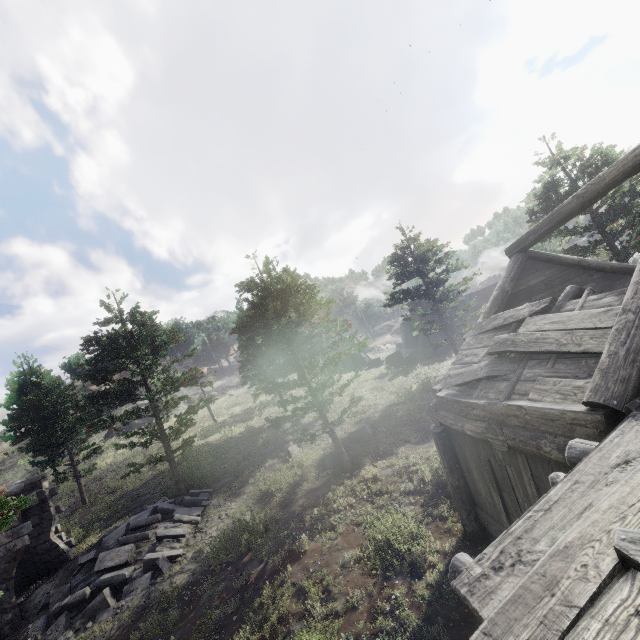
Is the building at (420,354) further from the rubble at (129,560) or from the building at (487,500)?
the rubble at (129,560)

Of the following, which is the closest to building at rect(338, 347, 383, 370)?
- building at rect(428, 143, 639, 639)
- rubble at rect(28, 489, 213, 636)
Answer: rubble at rect(28, 489, 213, 636)

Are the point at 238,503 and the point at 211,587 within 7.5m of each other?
yes

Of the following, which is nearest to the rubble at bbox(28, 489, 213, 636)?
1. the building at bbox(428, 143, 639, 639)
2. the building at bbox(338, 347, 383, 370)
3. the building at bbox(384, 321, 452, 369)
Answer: the building at bbox(428, 143, 639, 639)

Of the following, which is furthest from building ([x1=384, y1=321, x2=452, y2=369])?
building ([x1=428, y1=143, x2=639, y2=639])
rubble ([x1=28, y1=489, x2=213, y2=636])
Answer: rubble ([x1=28, y1=489, x2=213, y2=636])

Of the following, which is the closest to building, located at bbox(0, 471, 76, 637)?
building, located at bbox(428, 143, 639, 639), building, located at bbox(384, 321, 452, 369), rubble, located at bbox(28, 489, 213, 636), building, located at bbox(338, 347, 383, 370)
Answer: rubble, located at bbox(28, 489, 213, 636)

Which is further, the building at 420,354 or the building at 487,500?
the building at 420,354

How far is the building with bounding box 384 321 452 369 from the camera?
30.5m
